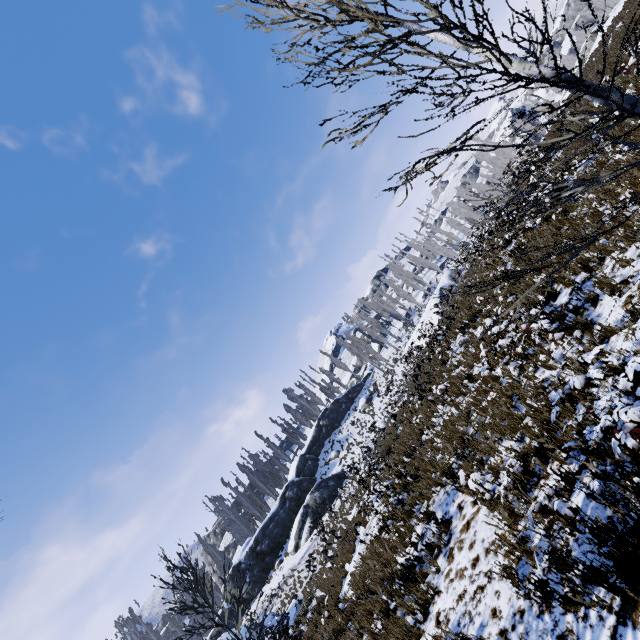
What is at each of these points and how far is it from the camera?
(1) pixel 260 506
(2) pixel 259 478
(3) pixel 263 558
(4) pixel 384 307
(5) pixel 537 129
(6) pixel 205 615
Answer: (1) instancedfoliageactor, 53.47m
(2) instancedfoliageactor, 50.50m
(3) rock, 32.22m
(4) instancedfoliageactor, 59.03m
(5) instancedfoliageactor, 56.38m
(6) instancedfoliageactor, 35.28m

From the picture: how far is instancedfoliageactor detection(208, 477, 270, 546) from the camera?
43.6 meters

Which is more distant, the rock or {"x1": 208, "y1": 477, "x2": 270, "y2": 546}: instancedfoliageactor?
{"x1": 208, "y1": 477, "x2": 270, "y2": 546}: instancedfoliageactor

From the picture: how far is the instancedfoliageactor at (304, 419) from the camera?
56.9 meters

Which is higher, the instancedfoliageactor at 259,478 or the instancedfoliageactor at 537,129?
the instancedfoliageactor at 259,478

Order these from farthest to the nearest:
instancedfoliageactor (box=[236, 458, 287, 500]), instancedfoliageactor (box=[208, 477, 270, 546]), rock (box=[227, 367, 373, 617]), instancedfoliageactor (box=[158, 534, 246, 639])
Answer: instancedfoliageactor (box=[236, 458, 287, 500])
instancedfoliageactor (box=[208, 477, 270, 546])
rock (box=[227, 367, 373, 617])
instancedfoliageactor (box=[158, 534, 246, 639])

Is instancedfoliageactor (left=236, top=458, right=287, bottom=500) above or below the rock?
above

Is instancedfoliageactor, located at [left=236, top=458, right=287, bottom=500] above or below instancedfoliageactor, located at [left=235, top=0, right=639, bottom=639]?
above
